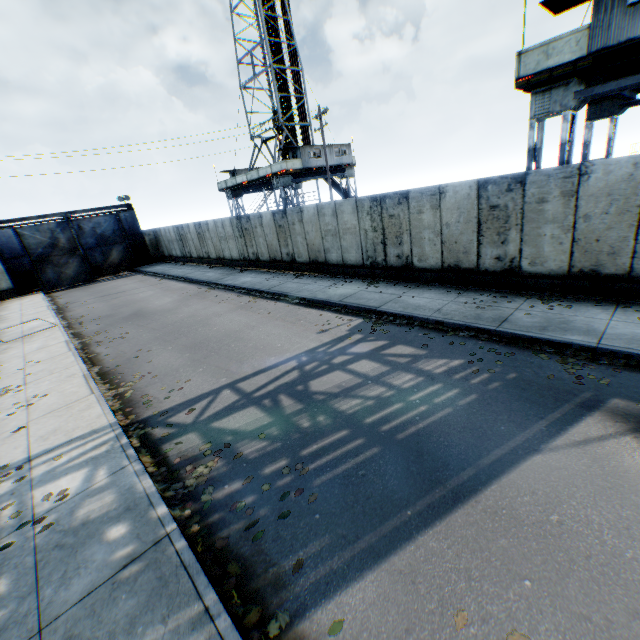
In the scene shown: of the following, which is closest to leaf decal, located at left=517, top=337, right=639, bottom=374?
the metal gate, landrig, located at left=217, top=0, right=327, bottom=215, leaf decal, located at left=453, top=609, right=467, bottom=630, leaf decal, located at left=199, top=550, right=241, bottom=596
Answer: leaf decal, located at left=453, top=609, right=467, bottom=630

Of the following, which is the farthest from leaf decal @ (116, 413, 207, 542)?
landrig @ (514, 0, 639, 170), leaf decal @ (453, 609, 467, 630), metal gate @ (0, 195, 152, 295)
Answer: metal gate @ (0, 195, 152, 295)

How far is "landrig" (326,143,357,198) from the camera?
31.3m

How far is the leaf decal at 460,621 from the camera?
3.0m

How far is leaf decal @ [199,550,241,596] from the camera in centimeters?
362cm

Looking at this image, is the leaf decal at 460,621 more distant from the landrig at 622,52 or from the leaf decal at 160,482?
the landrig at 622,52

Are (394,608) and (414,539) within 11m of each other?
yes
